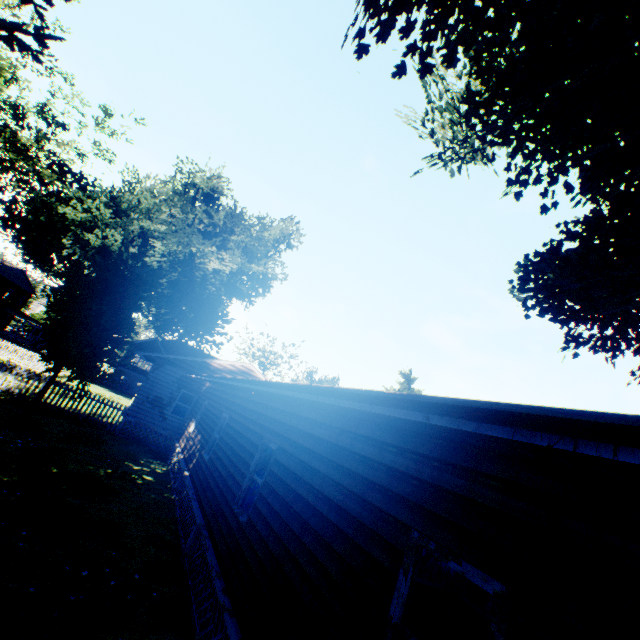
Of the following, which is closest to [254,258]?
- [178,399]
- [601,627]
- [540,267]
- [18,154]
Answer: [178,399]

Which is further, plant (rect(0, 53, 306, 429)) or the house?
plant (rect(0, 53, 306, 429))

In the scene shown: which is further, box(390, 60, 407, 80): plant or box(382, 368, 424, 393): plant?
box(382, 368, 424, 393): plant

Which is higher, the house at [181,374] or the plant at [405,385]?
the plant at [405,385]

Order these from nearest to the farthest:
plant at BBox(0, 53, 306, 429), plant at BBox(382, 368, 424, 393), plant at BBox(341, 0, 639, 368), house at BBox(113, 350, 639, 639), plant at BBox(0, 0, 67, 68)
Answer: house at BBox(113, 350, 639, 639)
plant at BBox(341, 0, 639, 368)
plant at BBox(0, 0, 67, 68)
plant at BBox(0, 53, 306, 429)
plant at BBox(382, 368, 424, 393)

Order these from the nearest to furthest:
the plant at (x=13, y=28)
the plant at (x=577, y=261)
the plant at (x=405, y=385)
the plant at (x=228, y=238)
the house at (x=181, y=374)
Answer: the house at (x=181, y=374), the plant at (x=577, y=261), the plant at (x=13, y=28), the plant at (x=228, y=238), the plant at (x=405, y=385)

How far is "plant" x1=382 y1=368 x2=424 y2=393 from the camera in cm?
3080
